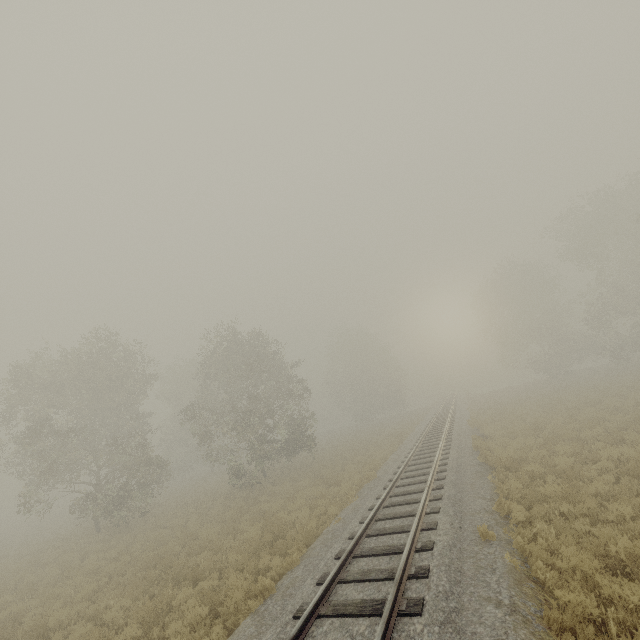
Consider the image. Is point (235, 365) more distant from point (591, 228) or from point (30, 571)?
point (591, 228)
